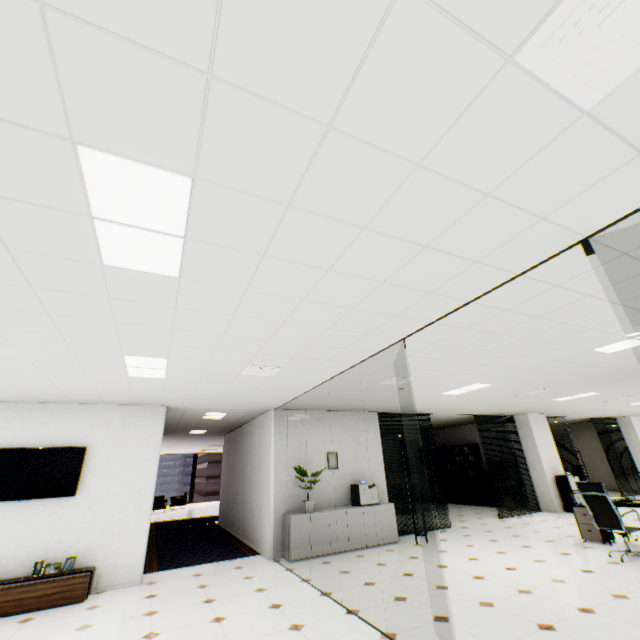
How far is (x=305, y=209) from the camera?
1.83m

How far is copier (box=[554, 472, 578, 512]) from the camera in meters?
9.9 m

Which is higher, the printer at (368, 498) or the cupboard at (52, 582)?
the printer at (368, 498)

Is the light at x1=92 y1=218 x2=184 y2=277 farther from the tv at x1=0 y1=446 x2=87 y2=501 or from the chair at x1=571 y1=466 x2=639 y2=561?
the chair at x1=571 y1=466 x2=639 y2=561

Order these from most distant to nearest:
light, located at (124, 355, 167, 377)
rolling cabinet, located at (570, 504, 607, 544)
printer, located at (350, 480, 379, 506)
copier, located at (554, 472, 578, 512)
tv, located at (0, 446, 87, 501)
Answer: copier, located at (554, 472, 578, 512) → printer, located at (350, 480, 379, 506) → rolling cabinet, located at (570, 504, 607, 544) → tv, located at (0, 446, 87, 501) → light, located at (124, 355, 167, 377)

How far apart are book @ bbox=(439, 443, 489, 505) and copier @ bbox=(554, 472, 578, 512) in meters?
2.7 m

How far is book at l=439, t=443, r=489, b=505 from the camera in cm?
1242

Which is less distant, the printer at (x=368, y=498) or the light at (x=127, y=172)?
the light at (x=127, y=172)
